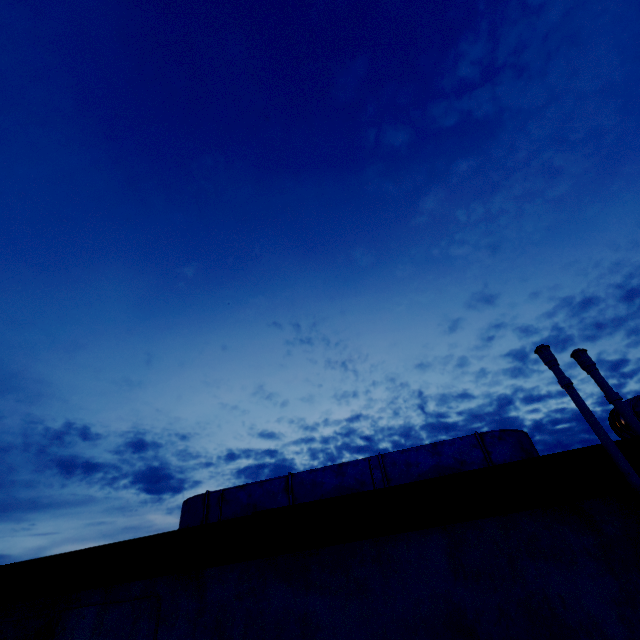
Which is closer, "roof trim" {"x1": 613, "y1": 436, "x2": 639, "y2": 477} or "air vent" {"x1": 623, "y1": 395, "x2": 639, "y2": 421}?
"roof trim" {"x1": 613, "y1": 436, "x2": 639, "y2": 477}

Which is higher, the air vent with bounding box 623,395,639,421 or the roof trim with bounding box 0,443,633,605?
the air vent with bounding box 623,395,639,421

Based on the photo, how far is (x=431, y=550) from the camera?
2.0 meters

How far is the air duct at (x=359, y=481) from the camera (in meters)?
3.11

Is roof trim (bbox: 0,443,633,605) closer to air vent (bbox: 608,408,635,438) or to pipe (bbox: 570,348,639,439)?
pipe (bbox: 570,348,639,439)

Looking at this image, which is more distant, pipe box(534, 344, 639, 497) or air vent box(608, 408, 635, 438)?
air vent box(608, 408, 635, 438)

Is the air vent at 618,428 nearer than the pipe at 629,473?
No

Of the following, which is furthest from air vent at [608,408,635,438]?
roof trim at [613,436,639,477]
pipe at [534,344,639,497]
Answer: pipe at [534,344,639,497]
